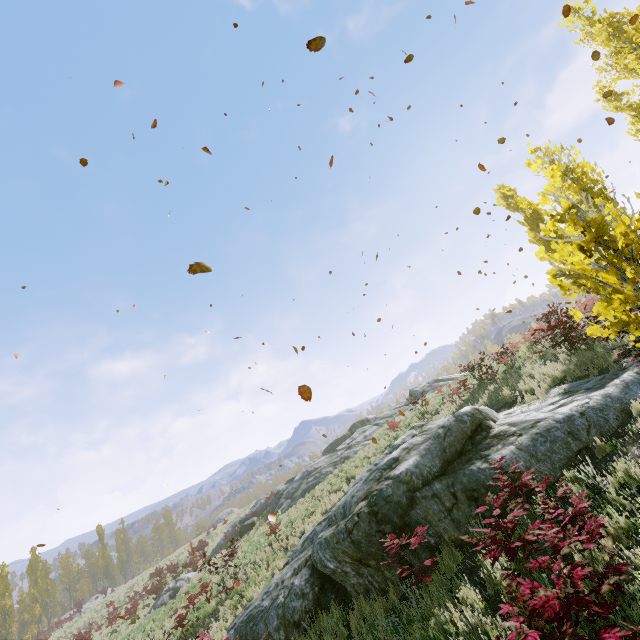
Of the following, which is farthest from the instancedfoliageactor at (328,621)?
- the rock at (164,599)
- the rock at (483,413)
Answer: the rock at (164,599)

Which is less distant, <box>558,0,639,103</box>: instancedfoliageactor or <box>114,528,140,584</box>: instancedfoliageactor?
<box>558,0,639,103</box>: instancedfoliageactor

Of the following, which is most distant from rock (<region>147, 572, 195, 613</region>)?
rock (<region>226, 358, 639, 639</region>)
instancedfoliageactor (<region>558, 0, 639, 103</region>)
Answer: instancedfoliageactor (<region>558, 0, 639, 103</region>)

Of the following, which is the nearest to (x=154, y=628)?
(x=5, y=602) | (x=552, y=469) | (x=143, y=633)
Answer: (x=143, y=633)

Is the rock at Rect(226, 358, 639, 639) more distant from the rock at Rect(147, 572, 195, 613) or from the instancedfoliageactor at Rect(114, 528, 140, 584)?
the rock at Rect(147, 572, 195, 613)

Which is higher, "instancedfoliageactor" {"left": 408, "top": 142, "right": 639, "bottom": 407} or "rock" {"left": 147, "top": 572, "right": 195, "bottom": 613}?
"instancedfoliageactor" {"left": 408, "top": 142, "right": 639, "bottom": 407}
